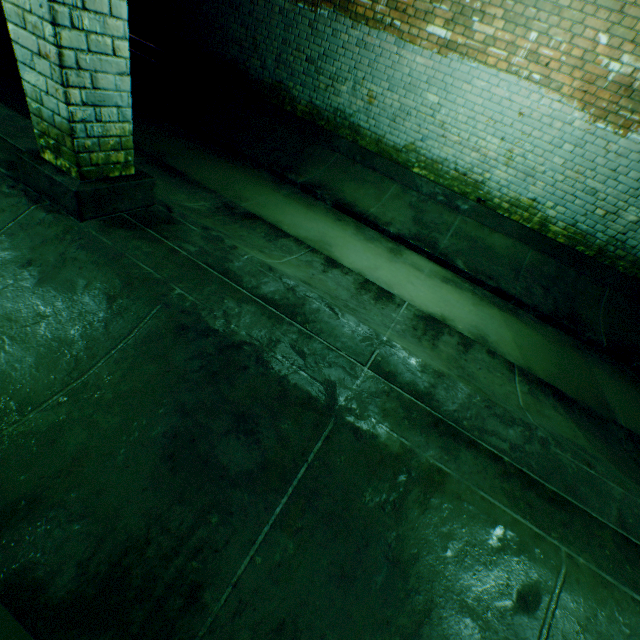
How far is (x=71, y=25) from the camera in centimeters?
173cm
